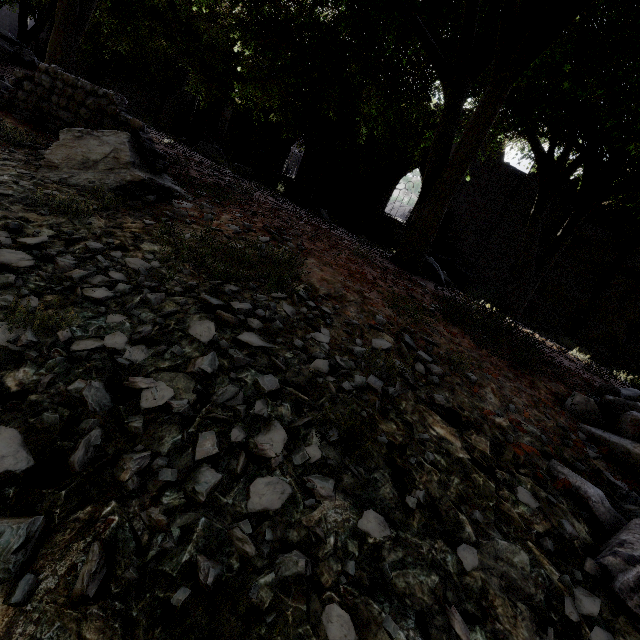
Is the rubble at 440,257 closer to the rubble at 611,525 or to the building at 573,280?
the building at 573,280

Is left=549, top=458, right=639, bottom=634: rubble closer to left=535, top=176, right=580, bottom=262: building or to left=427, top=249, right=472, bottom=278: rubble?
left=535, top=176, right=580, bottom=262: building

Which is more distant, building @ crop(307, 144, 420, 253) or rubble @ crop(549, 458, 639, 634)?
building @ crop(307, 144, 420, 253)

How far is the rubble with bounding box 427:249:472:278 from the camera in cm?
1530

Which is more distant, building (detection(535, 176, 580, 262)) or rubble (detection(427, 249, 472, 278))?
rubble (detection(427, 249, 472, 278))

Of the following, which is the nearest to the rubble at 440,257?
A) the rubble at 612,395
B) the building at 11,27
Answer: the building at 11,27

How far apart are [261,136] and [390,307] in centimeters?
2288cm

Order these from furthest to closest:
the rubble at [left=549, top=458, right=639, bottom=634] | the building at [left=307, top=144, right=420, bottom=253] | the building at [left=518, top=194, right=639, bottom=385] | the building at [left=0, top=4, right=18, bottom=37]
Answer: the building at [left=0, top=4, right=18, bottom=37] < the building at [left=307, top=144, right=420, bottom=253] < the building at [left=518, top=194, right=639, bottom=385] < the rubble at [left=549, top=458, right=639, bottom=634]
